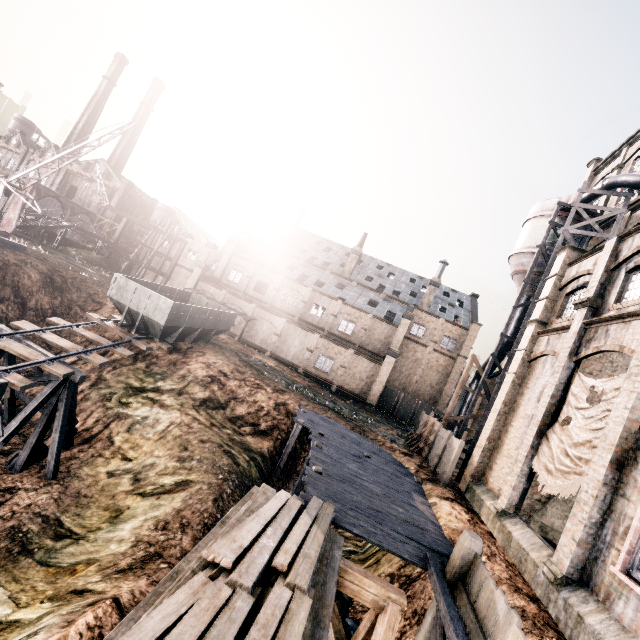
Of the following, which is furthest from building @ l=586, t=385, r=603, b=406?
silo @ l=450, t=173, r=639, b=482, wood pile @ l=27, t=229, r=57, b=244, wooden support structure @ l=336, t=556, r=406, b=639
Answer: wood pile @ l=27, t=229, r=57, b=244

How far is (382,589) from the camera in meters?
8.0

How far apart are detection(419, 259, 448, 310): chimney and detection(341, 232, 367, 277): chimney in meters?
10.8 m

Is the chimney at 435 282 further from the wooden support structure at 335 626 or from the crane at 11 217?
the wooden support structure at 335 626

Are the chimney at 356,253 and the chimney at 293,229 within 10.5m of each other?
yes

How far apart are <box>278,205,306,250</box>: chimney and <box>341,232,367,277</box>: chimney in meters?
9.5 m

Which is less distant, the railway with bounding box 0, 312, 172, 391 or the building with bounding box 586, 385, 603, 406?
the railway with bounding box 0, 312, 172, 391

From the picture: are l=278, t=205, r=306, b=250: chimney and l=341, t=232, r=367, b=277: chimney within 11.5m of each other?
yes
